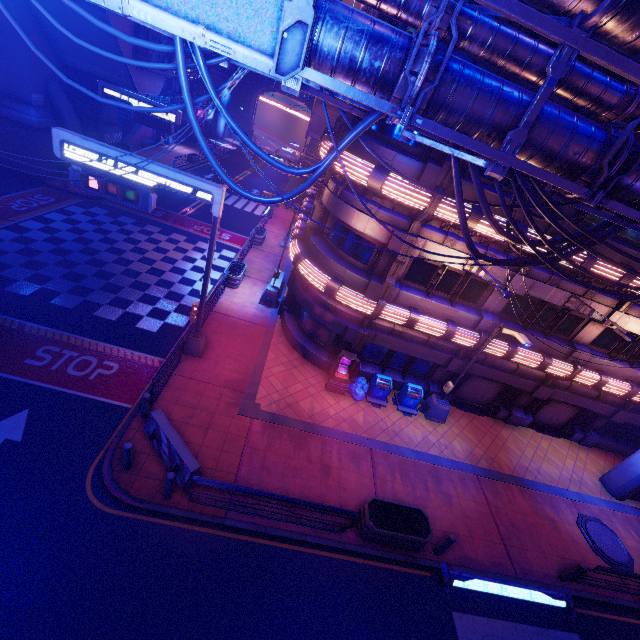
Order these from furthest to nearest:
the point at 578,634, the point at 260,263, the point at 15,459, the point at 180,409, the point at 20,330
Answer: the point at 260,263 → the point at 20,330 → the point at 180,409 → the point at 578,634 → the point at 15,459

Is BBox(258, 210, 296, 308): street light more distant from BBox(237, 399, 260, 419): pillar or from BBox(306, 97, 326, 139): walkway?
BBox(306, 97, 326, 139): walkway

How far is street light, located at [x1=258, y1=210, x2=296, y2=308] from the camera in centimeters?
1744cm

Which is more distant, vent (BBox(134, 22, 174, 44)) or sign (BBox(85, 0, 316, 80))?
vent (BBox(134, 22, 174, 44))

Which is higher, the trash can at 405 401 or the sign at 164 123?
the sign at 164 123

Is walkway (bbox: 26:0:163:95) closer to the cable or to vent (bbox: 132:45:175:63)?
vent (bbox: 132:45:175:63)

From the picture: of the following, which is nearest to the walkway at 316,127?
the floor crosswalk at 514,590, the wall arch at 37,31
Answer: the wall arch at 37,31

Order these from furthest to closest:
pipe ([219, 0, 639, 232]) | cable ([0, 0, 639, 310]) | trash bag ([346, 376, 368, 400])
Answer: trash bag ([346, 376, 368, 400]) → cable ([0, 0, 639, 310]) → pipe ([219, 0, 639, 232])
